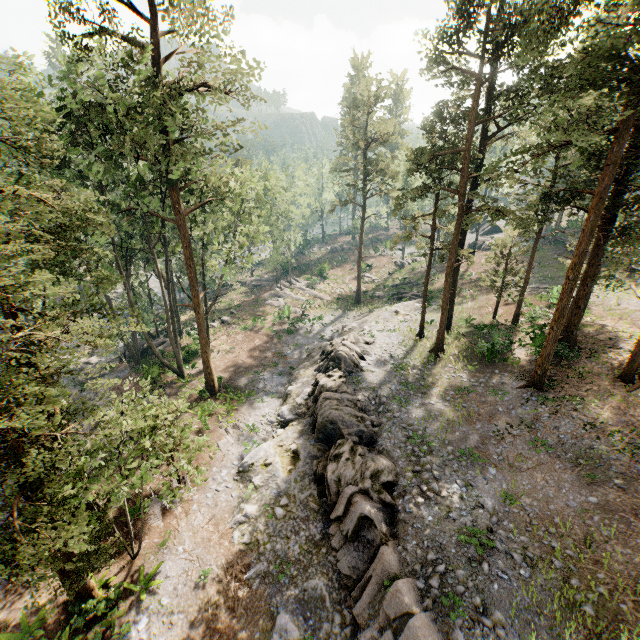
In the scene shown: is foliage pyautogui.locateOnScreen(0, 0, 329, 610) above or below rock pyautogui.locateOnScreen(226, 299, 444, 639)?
above

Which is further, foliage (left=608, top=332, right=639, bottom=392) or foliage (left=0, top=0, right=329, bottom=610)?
foliage (left=608, top=332, right=639, bottom=392)

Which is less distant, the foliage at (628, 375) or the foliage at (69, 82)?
the foliage at (69, 82)

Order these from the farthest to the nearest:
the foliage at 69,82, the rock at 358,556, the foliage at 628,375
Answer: the foliage at 628,375 → the rock at 358,556 → the foliage at 69,82

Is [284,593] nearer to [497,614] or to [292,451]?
[292,451]

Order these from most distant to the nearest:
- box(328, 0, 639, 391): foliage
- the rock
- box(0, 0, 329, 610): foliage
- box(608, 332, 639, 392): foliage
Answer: box(608, 332, 639, 392): foliage
box(328, 0, 639, 391): foliage
the rock
box(0, 0, 329, 610): foliage

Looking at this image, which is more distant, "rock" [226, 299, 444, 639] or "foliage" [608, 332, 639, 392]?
"foliage" [608, 332, 639, 392]
